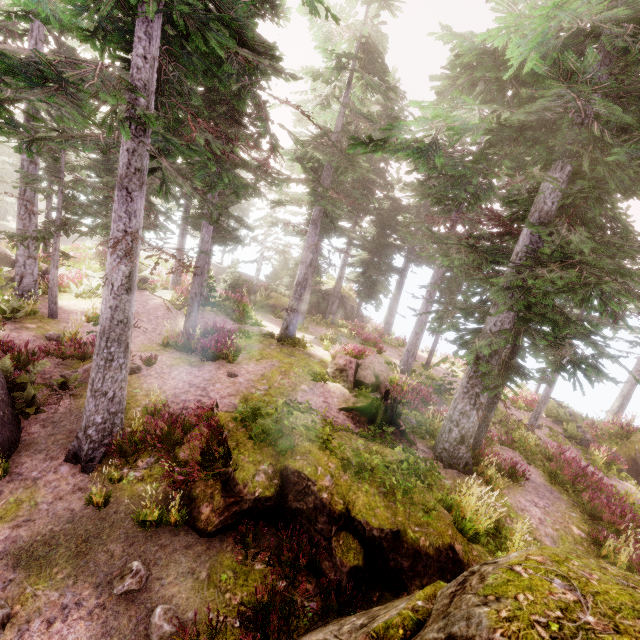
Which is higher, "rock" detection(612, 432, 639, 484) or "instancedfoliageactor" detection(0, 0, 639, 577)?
"instancedfoliageactor" detection(0, 0, 639, 577)

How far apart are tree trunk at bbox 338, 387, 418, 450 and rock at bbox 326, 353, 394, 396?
1.6 meters

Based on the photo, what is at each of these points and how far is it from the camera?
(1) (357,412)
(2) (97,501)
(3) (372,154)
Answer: (1) tree trunk, 12.4 meters
(2) instancedfoliageactor, 6.9 meters
(3) instancedfoliageactor, 25.0 meters

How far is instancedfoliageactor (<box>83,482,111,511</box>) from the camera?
6.79m

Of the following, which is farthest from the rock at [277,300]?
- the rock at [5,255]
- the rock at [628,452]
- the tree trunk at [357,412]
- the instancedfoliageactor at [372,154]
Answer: the rock at [628,452]

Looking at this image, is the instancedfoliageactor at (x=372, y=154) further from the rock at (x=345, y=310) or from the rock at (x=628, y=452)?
the rock at (x=628, y=452)

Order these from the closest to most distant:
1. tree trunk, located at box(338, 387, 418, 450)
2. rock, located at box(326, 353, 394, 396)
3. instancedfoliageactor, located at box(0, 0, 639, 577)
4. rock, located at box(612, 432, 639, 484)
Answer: instancedfoliageactor, located at box(0, 0, 639, 577), tree trunk, located at box(338, 387, 418, 450), rock, located at box(326, 353, 394, 396), rock, located at box(612, 432, 639, 484)

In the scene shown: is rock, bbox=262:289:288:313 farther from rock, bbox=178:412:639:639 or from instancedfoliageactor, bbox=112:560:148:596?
rock, bbox=178:412:639:639
